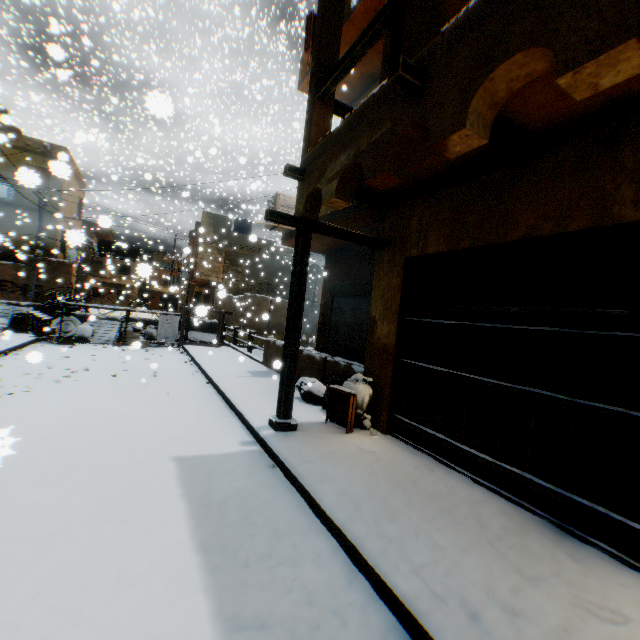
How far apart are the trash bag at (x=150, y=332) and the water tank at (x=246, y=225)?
16.6m

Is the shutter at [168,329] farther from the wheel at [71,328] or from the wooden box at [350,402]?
the wooden box at [350,402]

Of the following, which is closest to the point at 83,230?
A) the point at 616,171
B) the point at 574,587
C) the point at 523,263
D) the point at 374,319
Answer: Result: the point at 374,319

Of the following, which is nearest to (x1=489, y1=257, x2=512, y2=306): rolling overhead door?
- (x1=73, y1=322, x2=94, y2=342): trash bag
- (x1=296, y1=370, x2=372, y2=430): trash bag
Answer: (x1=296, y1=370, x2=372, y2=430): trash bag

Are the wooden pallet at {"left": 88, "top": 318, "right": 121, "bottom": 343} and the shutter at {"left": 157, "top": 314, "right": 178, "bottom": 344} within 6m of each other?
yes

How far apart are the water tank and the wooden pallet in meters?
17.7 m

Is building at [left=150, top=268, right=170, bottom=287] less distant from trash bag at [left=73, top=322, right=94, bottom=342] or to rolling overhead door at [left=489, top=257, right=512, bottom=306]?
rolling overhead door at [left=489, top=257, right=512, bottom=306]

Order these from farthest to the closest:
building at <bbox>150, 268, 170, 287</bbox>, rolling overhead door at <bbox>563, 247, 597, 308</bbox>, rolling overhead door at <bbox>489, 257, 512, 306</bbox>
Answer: building at <bbox>150, 268, 170, 287</bbox>
rolling overhead door at <bbox>489, 257, 512, 306</bbox>
rolling overhead door at <bbox>563, 247, 597, 308</bbox>
